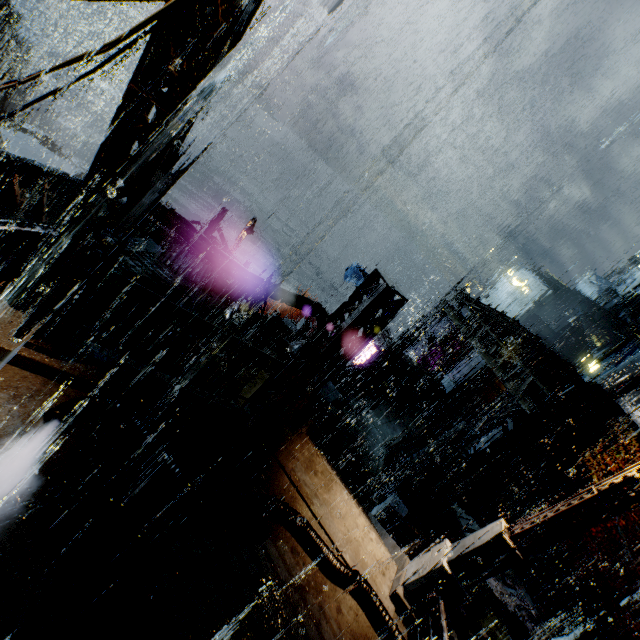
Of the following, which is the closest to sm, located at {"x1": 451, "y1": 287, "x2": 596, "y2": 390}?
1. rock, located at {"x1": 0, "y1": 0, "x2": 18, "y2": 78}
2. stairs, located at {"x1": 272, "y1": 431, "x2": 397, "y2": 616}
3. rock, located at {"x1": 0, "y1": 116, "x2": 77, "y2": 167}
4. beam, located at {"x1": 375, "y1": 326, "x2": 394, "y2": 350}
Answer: beam, located at {"x1": 375, "y1": 326, "x2": 394, "y2": 350}

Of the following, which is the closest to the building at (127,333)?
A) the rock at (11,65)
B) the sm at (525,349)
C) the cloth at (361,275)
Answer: the sm at (525,349)

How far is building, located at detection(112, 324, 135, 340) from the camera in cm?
1488

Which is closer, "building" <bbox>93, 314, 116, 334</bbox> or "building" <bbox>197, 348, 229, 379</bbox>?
"building" <bbox>197, 348, 229, 379</bbox>

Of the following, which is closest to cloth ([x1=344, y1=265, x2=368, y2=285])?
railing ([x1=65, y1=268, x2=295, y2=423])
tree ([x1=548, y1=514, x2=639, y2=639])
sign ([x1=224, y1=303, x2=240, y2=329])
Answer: sign ([x1=224, y1=303, x2=240, y2=329])

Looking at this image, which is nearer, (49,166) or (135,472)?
(135,472)

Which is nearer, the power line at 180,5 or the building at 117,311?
the power line at 180,5

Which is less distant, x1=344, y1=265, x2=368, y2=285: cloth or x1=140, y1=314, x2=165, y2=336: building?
x1=140, y1=314, x2=165, y2=336: building
